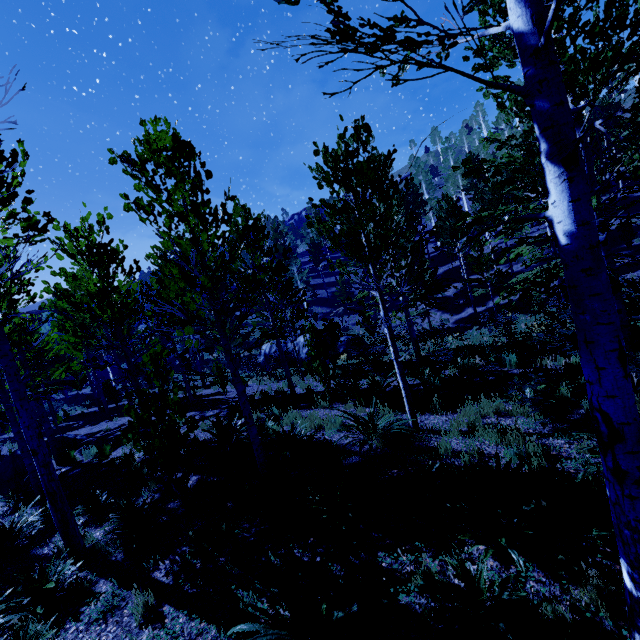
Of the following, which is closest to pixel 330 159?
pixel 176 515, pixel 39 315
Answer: pixel 176 515

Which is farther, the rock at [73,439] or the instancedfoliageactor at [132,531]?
the rock at [73,439]

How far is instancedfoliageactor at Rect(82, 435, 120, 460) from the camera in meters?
11.2

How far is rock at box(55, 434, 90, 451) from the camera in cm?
1466

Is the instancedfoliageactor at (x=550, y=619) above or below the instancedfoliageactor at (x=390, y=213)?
below

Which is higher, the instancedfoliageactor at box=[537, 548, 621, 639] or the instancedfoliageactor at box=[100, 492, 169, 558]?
the instancedfoliageactor at box=[100, 492, 169, 558]

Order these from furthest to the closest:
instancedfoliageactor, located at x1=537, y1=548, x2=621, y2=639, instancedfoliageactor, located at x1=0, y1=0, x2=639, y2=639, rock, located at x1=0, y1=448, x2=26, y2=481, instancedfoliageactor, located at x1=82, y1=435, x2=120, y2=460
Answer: rock, located at x1=0, y1=448, x2=26, y2=481, instancedfoliageactor, located at x1=82, y1=435, x2=120, y2=460, instancedfoliageactor, located at x1=537, y1=548, x2=621, y2=639, instancedfoliageactor, located at x1=0, y1=0, x2=639, y2=639

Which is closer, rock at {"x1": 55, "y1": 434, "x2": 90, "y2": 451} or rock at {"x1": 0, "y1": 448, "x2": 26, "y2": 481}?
rock at {"x1": 0, "y1": 448, "x2": 26, "y2": 481}
